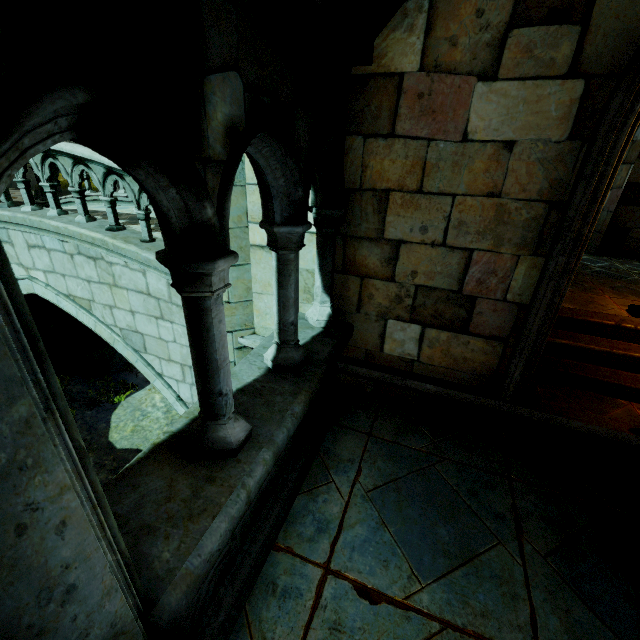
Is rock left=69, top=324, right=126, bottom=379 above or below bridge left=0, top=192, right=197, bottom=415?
below

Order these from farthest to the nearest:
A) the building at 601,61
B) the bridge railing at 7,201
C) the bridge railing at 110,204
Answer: the bridge railing at 7,201
the bridge railing at 110,204
the building at 601,61

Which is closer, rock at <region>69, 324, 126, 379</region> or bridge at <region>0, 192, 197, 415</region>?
bridge at <region>0, 192, 197, 415</region>

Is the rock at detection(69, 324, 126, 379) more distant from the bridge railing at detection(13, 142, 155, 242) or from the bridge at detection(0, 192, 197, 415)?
the bridge railing at detection(13, 142, 155, 242)

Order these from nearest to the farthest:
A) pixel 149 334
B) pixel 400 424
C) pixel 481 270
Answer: pixel 481 270 → pixel 400 424 → pixel 149 334

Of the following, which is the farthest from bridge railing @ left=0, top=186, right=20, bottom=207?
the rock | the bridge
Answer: the rock

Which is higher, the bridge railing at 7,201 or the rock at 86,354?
the bridge railing at 7,201
